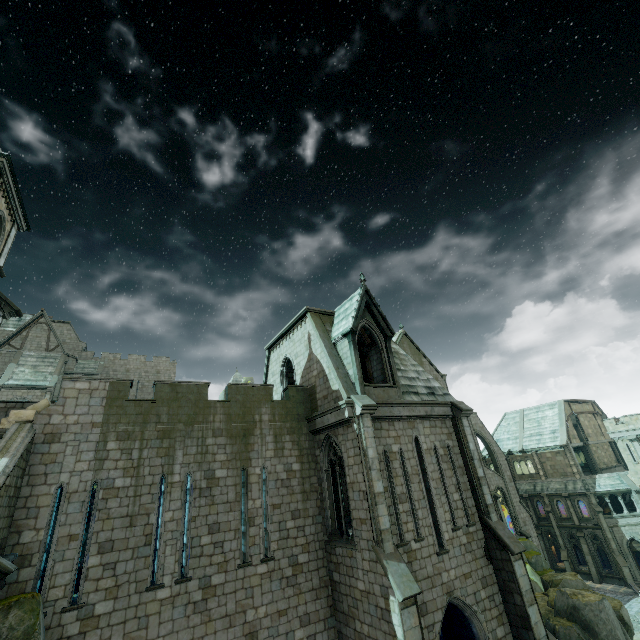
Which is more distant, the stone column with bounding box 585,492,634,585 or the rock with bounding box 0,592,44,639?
the stone column with bounding box 585,492,634,585

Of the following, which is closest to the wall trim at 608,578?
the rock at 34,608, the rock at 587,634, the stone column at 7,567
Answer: the rock at 587,634

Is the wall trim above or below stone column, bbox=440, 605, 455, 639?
below

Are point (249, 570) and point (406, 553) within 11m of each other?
yes

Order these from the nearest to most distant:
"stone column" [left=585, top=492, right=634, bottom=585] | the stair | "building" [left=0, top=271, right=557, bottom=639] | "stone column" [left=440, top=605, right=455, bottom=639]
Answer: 1. the stair
2. "building" [left=0, top=271, right=557, bottom=639]
3. "stone column" [left=440, top=605, right=455, bottom=639]
4. "stone column" [left=585, top=492, right=634, bottom=585]

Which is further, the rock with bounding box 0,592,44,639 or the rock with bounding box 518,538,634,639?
the rock with bounding box 518,538,634,639

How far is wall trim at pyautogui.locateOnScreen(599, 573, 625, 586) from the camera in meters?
35.2

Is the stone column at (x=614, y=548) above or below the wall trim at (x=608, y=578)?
above
